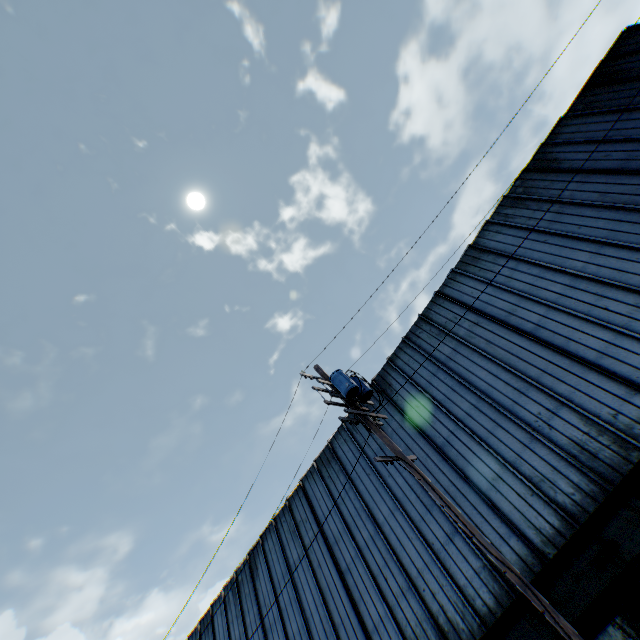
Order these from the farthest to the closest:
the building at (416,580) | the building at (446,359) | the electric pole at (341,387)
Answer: the building at (416,580) < the building at (446,359) < the electric pole at (341,387)

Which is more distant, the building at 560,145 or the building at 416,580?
the building at 560,145

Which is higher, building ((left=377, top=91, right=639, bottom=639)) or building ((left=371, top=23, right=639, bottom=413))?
building ((left=371, top=23, right=639, bottom=413))

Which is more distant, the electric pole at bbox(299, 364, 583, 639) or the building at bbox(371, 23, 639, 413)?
the building at bbox(371, 23, 639, 413)

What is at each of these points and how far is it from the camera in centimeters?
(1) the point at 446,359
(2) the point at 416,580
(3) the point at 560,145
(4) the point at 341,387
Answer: (1) building, 1469cm
(2) building, 1195cm
(3) building, 1479cm
(4) electric pole, 923cm

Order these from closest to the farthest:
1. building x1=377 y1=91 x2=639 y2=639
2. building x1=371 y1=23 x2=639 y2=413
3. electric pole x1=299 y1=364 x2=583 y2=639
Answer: electric pole x1=299 y1=364 x2=583 y2=639
building x1=377 y1=91 x2=639 y2=639
building x1=371 y1=23 x2=639 y2=413
